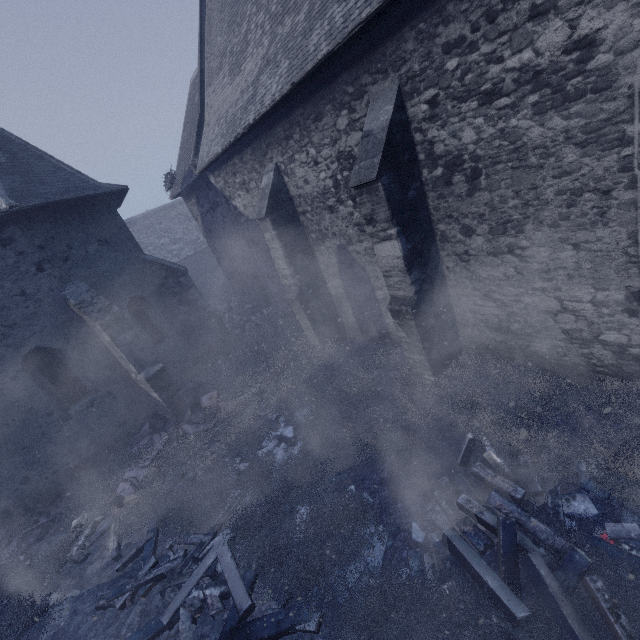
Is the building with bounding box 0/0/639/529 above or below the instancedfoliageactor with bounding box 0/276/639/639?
above

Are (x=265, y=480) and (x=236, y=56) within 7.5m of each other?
no

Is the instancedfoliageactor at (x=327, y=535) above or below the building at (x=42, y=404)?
below
